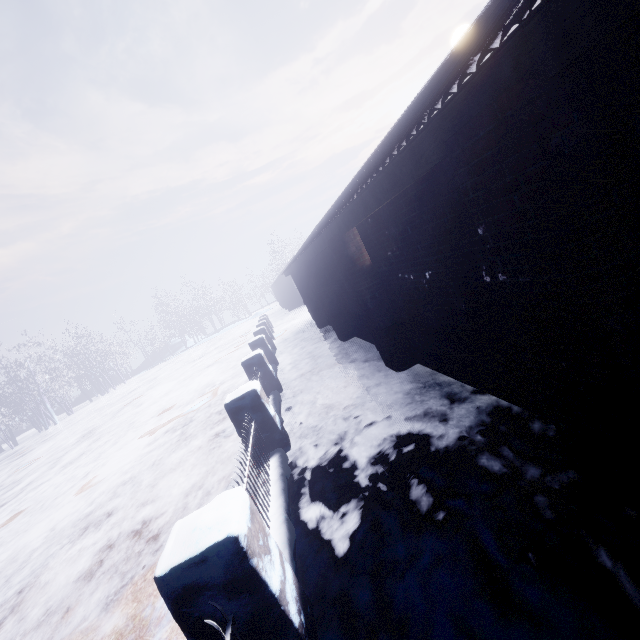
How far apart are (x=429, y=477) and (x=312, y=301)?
8.5m
